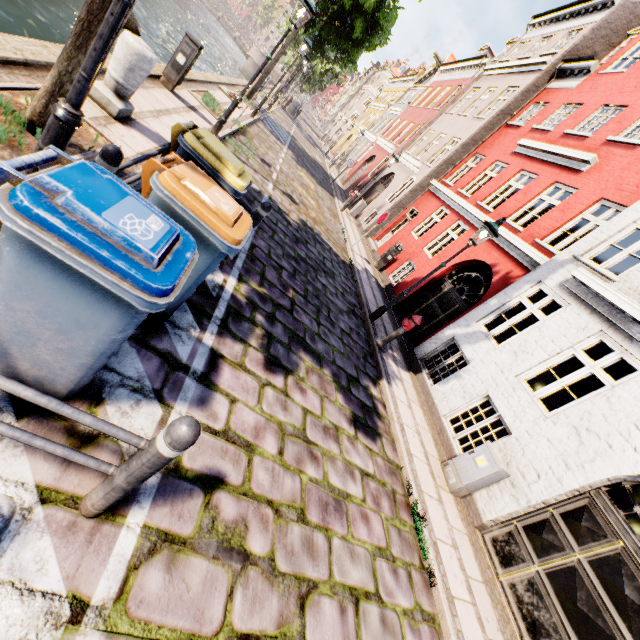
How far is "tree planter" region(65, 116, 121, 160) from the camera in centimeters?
381cm

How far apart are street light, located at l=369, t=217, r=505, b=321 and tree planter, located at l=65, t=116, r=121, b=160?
6.5 meters

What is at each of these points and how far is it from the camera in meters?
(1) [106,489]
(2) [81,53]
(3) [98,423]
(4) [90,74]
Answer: (1) bollard, 1.9
(2) tree, 3.1
(3) railing, 1.6
(4) street light, 2.2

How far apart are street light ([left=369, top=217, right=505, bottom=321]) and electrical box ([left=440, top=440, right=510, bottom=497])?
3.91m

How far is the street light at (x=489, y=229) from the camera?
7.40m

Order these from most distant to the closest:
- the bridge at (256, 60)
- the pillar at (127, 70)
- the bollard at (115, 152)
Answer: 1. the bridge at (256, 60)
2. the pillar at (127, 70)
3. the bollard at (115, 152)

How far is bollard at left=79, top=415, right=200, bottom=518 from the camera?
1.6m

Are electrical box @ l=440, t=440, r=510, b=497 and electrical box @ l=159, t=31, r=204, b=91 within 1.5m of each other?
no
